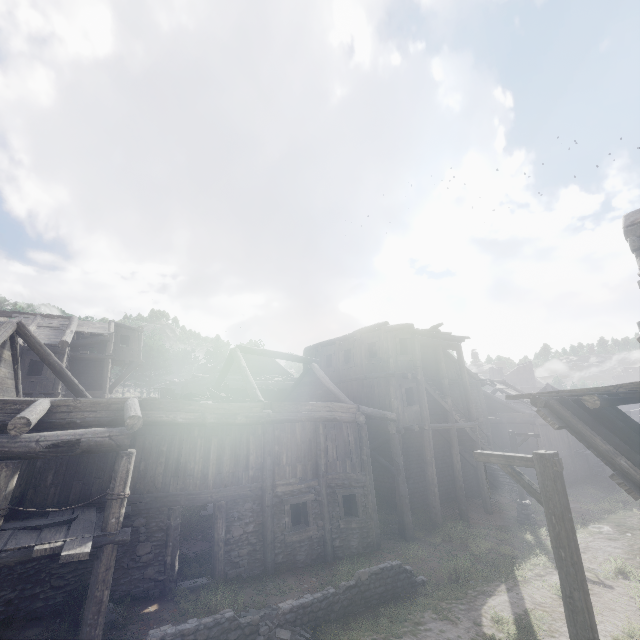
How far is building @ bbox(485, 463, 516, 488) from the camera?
21.50m

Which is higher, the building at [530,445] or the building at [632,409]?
the building at [632,409]

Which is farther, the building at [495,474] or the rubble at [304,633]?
the building at [495,474]

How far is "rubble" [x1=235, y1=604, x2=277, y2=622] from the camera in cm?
814

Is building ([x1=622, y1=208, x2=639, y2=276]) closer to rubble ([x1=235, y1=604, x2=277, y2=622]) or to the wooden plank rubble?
the wooden plank rubble

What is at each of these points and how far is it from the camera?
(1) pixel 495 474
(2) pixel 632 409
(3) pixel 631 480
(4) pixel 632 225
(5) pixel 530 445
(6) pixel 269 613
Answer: (1) building, 23.7m
(2) building, 54.6m
(3) wooden plank rubble, 5.9m
(4) building, 9.1m
(5) building, 24.6m
(6) rubble, 8.3m

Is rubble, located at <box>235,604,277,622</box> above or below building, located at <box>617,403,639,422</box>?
below
